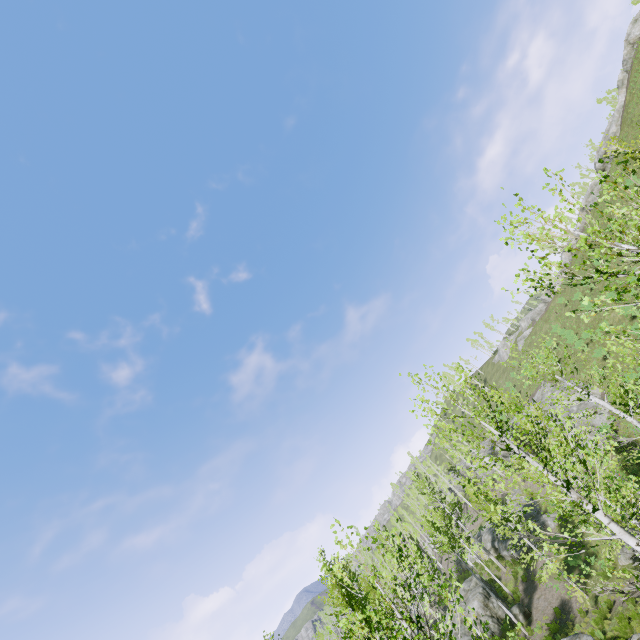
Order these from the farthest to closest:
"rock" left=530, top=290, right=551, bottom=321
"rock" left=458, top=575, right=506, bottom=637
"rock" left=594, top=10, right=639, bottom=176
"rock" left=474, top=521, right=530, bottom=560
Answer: "rock" left=530, top=290, right=551, bottom=321 < "rock" left=594, top=10, right=639, bottom=176 < "rock" left=474, top=521, right=530, bottom=560 < "rock" left=458, top=575, right=506, bottom=637

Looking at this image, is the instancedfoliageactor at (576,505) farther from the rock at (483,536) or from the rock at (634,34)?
the rock at (634,34)

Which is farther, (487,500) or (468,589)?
(468,589)

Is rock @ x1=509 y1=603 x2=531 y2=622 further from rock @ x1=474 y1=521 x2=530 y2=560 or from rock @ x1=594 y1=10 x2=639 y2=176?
rock @ x1=594 y1=10 x2=639 y2=176

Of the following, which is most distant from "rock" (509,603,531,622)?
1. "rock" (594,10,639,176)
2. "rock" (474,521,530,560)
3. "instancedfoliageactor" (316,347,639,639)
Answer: "rock" (594,10,639,176)
